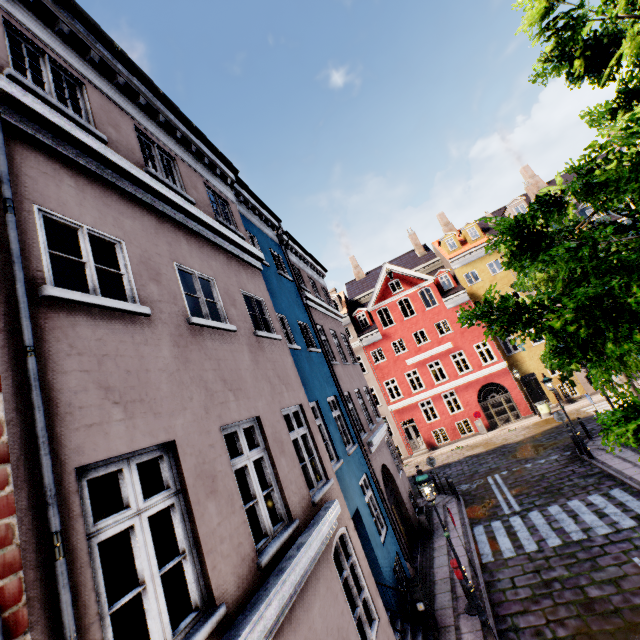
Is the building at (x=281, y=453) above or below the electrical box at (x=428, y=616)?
above

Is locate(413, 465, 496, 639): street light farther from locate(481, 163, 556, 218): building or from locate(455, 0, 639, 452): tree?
locate(481, 163, 556, 218): building

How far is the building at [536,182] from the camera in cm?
2733

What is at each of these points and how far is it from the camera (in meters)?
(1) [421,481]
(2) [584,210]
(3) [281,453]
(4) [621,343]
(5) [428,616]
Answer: (1) street light, 8.03
(2) building, 25.44
(3) building, 5.73
(4) tree, 2.59
(5) electrical box, 8.15

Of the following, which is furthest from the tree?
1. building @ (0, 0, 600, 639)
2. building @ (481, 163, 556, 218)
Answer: building @ (0, 0, 600, 639)

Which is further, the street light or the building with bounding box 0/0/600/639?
the street light

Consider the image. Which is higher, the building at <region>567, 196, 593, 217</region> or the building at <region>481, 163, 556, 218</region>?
the building at <region>481, 163, 556, 218</region>

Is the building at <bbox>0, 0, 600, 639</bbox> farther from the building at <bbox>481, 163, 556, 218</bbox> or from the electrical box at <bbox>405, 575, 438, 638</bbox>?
the building at <bbox>481, 163, 556, 218</bbox>
